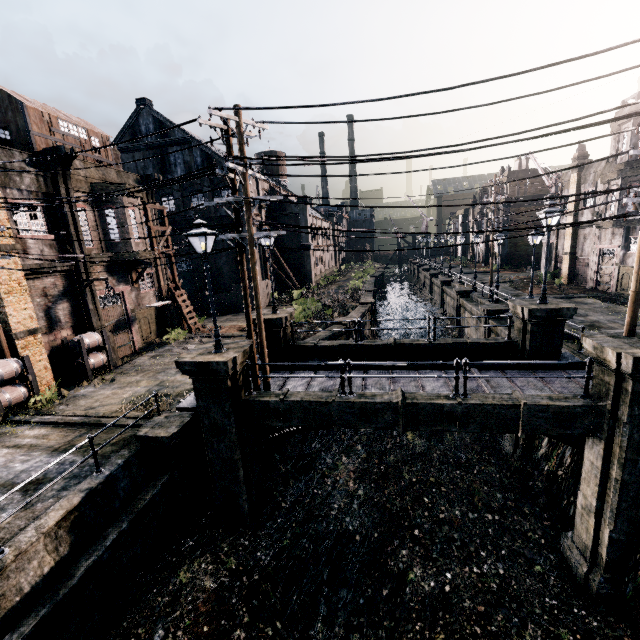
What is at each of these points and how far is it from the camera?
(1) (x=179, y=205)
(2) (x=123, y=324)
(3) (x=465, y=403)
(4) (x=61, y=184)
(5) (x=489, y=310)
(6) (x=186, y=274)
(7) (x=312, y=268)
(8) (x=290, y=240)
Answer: (1) building, 36.8m
(2) building, 21.6m
(3) column, 9.9m
(4) column, 16.9m
(5) column, 22.8m
(6) door, 39.2m
(7) building, 44.8m
(8) building, 44.3m

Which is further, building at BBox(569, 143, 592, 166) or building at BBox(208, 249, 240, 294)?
building at BBox(208, 249, 240, 294)

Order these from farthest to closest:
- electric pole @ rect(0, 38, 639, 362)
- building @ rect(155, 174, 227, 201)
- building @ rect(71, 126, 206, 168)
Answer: building @ rect(155, 174, 227, 201) < building @ rect(71, 126, 206, 168) < electric pole @ rect(0, 38, 639, 362)

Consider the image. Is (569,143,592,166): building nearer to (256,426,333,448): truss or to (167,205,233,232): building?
(256,426,333,448): truss

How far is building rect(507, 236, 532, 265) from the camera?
48.16m

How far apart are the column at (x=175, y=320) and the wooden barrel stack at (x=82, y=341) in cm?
683

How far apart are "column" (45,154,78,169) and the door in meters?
20.4 m

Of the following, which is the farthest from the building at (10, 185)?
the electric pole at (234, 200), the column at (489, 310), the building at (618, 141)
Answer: the building at (618, 141)
